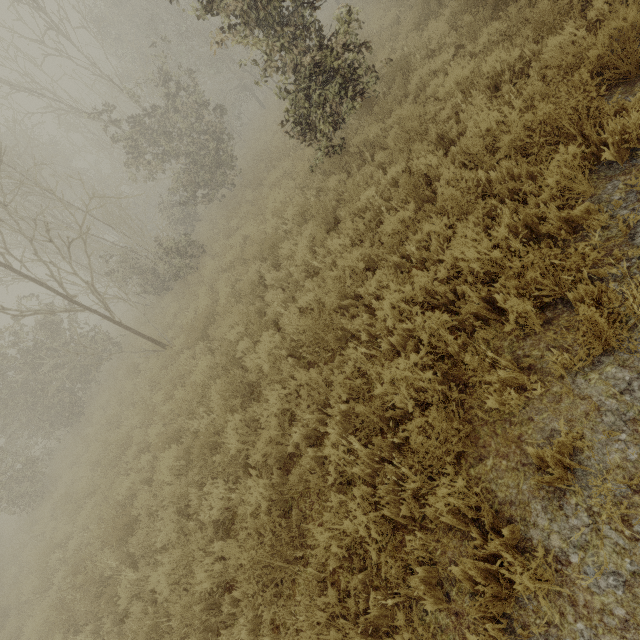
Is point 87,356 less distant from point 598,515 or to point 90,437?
point 90,437
